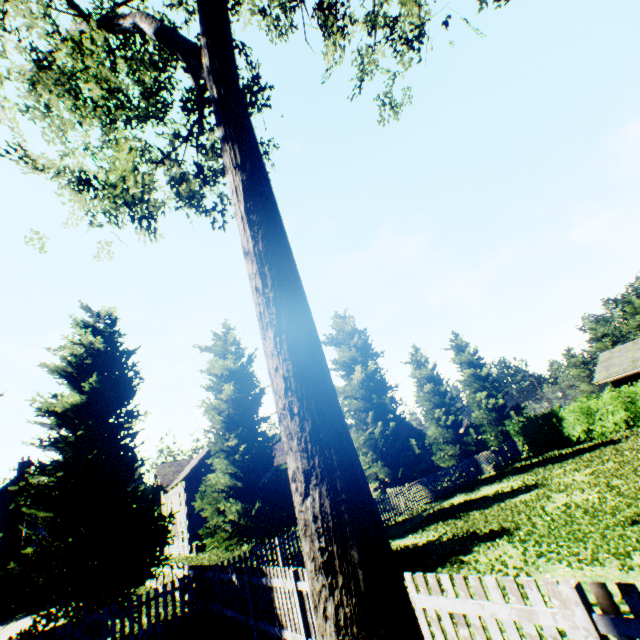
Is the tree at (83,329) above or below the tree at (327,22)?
below

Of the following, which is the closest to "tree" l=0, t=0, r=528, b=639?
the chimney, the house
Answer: the house

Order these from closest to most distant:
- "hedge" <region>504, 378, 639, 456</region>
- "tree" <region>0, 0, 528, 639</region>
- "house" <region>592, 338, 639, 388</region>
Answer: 1. "tree" <region>0, 0, 528, 639</region>
2. "hedge" <region>504, 378, 639, 456</region>
3. "house" <region>592, 338, 639, 388</region>

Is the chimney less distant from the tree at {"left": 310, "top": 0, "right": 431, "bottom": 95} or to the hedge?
the tree at {"left": 310, "top": 0, "right": 431, "bottom": 95}

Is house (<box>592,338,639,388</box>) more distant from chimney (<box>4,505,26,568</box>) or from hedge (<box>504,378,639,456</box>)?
chimney (<box>4,505,26,568</box>)

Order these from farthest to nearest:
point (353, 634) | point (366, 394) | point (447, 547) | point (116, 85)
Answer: point (366, 394) → point (447, 547) → point (116, 85) → point (353, 634)

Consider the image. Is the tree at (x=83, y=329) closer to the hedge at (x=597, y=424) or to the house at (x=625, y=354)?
the house at (x=625, y=354)
